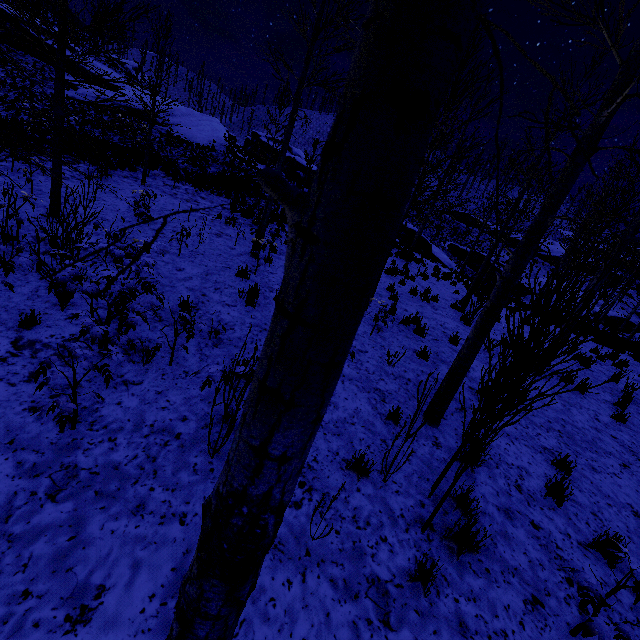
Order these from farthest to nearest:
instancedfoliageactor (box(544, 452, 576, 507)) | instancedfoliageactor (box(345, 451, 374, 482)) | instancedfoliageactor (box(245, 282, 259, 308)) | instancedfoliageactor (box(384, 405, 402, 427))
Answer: instancedfoliageactor (box(245, 282, 259, 308)), instancedfoliageactor (box(384, 405, 402, 427)), instancedfoliageactor (box(544, 452, 576, 507)), instancedfoliageactor (box(345, 451, 374, 482))

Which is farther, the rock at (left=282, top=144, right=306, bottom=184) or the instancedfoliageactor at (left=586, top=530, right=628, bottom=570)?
the rock at (left=282, top=144, right=306, bottom=184)

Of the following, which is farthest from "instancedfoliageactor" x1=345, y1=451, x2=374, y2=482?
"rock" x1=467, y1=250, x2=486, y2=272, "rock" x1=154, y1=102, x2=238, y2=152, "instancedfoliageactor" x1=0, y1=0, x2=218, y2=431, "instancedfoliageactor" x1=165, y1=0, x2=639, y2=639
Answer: "rock" x1=154, y1=102, x2=238, y2=152

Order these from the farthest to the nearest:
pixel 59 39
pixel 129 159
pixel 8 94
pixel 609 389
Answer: pixel 8 94 → pixel 129 159 → pixel 609 389 → pixel 59 39

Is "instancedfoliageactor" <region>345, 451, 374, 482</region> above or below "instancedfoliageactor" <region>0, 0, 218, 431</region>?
below

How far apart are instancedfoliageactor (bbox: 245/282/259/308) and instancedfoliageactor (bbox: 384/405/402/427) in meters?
2.2 m

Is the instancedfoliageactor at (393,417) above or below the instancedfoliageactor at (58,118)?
below

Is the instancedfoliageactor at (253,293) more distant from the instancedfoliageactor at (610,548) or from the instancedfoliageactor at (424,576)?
the instancedfoliageactor at (610,548)
